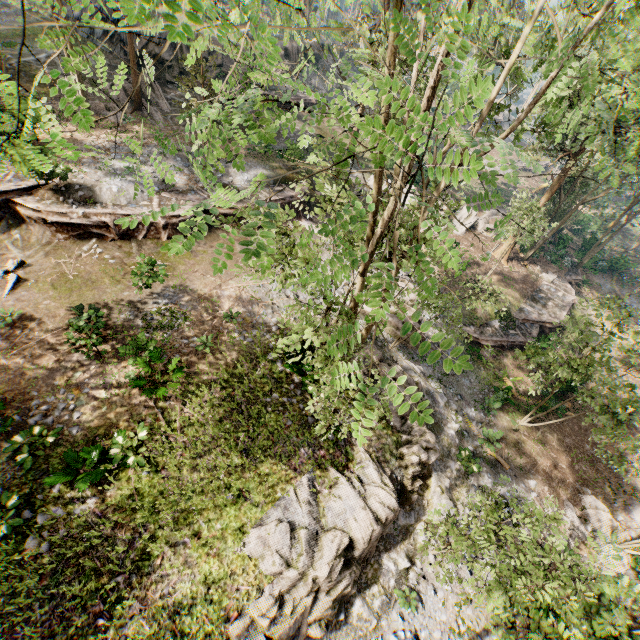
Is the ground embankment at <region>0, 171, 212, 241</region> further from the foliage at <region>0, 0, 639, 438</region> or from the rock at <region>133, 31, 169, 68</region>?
the rock at <region>133, 31, 169, 68</region>

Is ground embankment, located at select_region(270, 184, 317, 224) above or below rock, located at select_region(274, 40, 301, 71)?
below

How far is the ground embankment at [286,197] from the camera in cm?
2209

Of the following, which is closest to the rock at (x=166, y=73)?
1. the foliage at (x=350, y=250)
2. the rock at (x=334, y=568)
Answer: the foliage at (x=350, y=250)

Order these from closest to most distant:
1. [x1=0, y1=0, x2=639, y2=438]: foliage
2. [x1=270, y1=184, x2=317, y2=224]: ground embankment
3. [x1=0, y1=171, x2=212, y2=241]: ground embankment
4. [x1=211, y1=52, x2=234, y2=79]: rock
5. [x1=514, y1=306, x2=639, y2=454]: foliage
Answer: [x1=0, y1=0, x2=639, y2=438]: foliage → [x1=514, y1=306, x2=639, y2=454]: foliage → [x1=0, y1=171, x2=212, y2=241]: ground embankment → [x1=270, y1=184, x2=317, y2=224]: ground embankment → [x1=211, y1=52, x2=234, y2=79]: rock

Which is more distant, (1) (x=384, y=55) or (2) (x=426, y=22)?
(1) (x=384, y=55)

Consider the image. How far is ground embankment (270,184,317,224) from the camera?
22.09m

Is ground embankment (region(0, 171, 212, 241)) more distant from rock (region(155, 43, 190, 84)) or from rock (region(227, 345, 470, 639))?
rock (region(155, 43, 190, 84))
